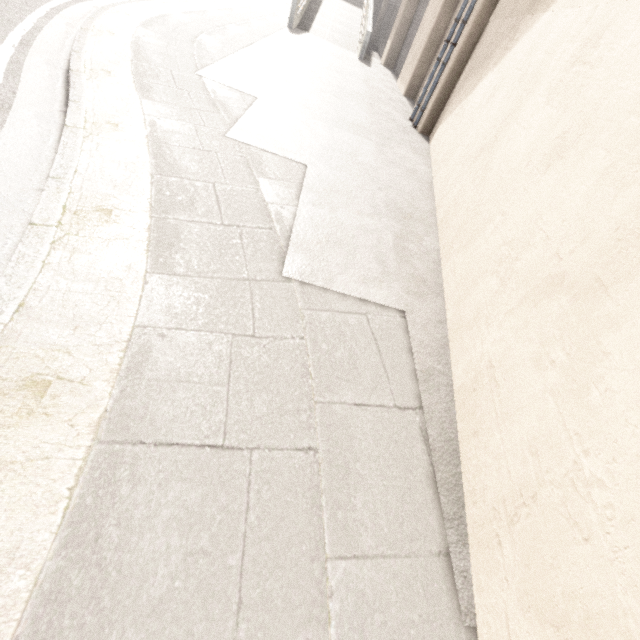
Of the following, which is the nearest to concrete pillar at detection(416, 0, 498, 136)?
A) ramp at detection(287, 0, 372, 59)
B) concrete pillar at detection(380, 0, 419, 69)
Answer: concrete pillar at detection(380, 0, 419, 69)

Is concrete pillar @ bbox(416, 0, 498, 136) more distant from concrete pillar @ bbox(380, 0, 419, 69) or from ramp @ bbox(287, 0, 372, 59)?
ramp @ bbox(287, 0, 372, 59)

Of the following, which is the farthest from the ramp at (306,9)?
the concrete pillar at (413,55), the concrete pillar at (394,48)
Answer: the concrete pillar at (413,55)

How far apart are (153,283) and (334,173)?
2.87m

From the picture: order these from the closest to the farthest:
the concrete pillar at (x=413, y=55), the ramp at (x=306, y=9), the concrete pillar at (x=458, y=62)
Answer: the concrete pillar at (x=458, y=62), the concrete pillar at (x=413, y=55), the ramp at (x=306, y=9)

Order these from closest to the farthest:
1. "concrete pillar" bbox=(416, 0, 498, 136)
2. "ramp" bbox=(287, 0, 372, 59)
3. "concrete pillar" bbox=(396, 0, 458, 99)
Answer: "concrete pillar" bbox=(416, 0, 498, 136) < "concrete pillar" bbox=(396, 0, 458, 99) < "ramp" bbox=(287, 0, 372, 59)
